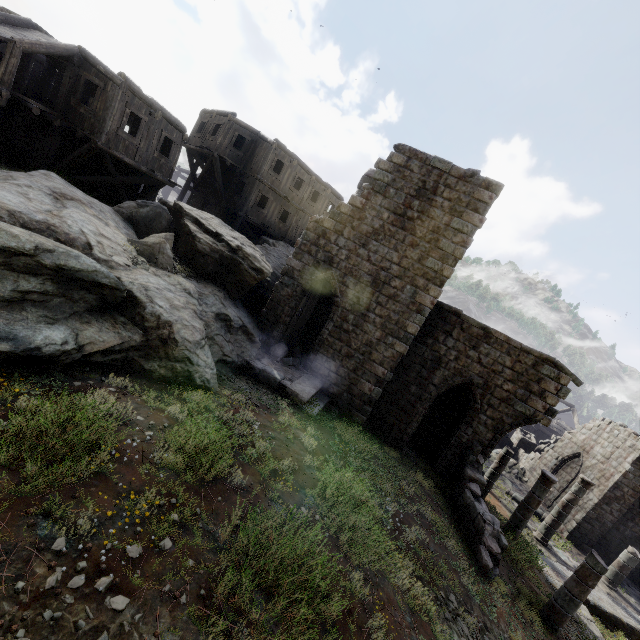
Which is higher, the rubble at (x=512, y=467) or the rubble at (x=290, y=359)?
the rubble at (x=290, y=359)

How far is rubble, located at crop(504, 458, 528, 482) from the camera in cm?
2372

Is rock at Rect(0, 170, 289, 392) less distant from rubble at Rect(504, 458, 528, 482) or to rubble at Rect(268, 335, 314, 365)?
rubble at Rect(268, 335, 314, 365)

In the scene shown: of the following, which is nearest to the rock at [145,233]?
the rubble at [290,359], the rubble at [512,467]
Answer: the rubble at [290,359]

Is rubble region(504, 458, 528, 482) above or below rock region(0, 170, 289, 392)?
below

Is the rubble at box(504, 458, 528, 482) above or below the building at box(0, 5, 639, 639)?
below

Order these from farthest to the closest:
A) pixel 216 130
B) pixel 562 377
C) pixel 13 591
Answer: pixel 216 130 → pixel 562 377 → pixel 13 591

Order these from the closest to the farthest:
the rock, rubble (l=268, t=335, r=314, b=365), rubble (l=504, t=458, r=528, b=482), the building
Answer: the rock
the building
rubble (l=268, t=335, r=314, b=365)
rubble (l=504, t=458, r=528, b=482)
